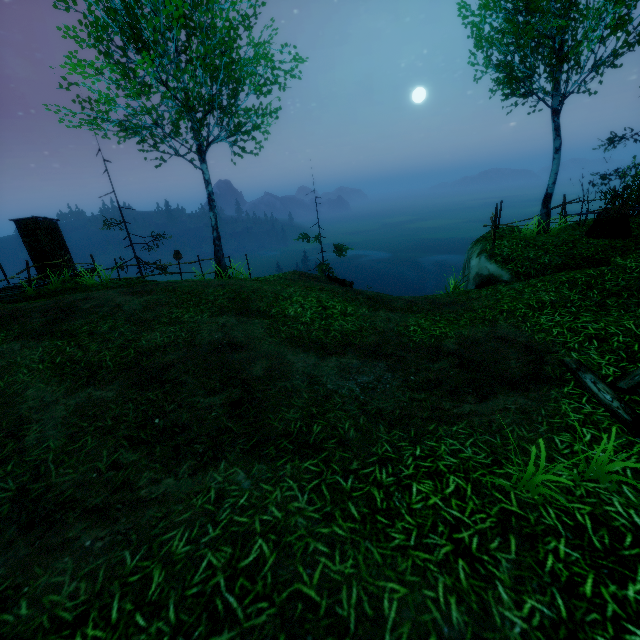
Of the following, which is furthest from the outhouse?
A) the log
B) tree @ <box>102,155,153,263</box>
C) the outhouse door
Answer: the log

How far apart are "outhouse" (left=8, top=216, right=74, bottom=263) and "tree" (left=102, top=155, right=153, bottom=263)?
3.7m

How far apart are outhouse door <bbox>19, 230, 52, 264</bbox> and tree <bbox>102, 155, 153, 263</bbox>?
3.78m

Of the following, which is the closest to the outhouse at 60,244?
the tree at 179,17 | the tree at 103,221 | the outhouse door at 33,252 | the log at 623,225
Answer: the outhouse door at 33,252

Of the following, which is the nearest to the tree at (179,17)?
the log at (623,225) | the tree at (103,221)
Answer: the tree at (103,221)

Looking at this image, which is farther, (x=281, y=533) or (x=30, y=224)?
(x=30, y=224)

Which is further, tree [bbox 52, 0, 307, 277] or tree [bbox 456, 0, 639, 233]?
tree [bbox 52, 0, 307, 277]

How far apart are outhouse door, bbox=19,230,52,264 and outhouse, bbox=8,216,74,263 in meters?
0.0 m
